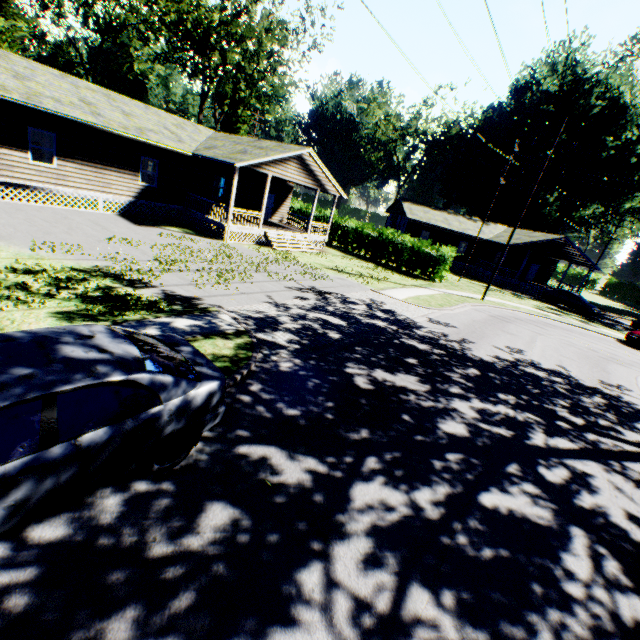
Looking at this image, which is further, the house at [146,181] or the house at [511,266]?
the house at [511,266]

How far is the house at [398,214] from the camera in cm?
3809

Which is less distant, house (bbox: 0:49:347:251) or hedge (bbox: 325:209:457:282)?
house (bbox: 0:49:347:251)

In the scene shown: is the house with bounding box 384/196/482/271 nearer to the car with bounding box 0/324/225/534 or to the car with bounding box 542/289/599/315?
the car with bounding box 542/289/599/315

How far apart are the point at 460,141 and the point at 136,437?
59.5 meters

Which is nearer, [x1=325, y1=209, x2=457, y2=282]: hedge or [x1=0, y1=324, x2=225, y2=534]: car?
[x1=0, y1=324, x2=225, y2=534]: car

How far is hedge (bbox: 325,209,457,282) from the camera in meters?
25.9
